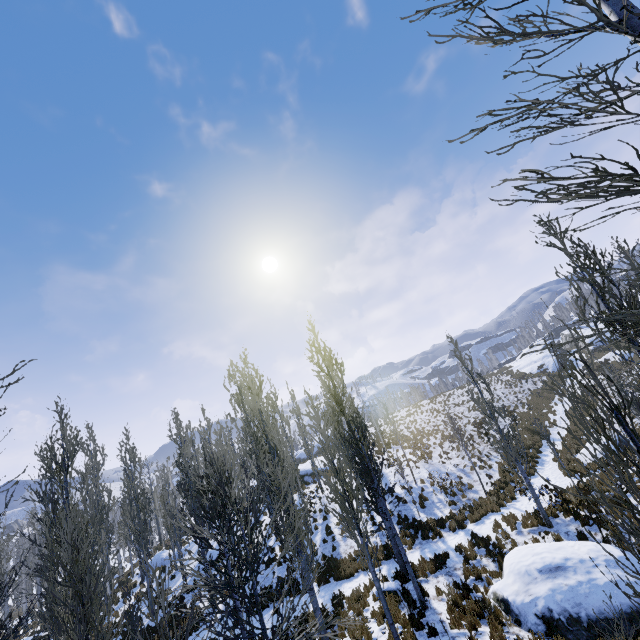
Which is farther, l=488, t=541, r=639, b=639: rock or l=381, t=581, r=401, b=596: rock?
l=381, t=581, r=401, b=596: rock

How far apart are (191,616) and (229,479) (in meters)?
1.73

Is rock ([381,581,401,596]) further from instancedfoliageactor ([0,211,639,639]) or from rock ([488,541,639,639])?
rock ([488,541,639,639])

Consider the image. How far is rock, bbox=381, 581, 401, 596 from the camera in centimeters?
1102cm

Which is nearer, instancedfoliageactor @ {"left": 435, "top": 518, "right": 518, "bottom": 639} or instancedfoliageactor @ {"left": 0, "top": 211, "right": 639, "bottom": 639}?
instancedfoliageactor @ {"left": 0, "top": 211, "right": 639, "bottom": 639}

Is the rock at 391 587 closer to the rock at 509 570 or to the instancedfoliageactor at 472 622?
the instancedfoliageactor at 472 622

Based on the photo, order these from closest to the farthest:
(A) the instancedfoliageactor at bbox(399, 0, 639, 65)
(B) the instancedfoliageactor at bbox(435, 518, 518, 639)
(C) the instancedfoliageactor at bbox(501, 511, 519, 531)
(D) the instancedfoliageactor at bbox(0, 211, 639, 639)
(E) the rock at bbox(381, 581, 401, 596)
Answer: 1. (A) the instancedfoliageactor at bbox(399, 0, 639, 65)
2. (D) the instancedfoliageactor at bbox(0, 211, 639, 639)
3. (B) the instancedfoliageactor at bbox(435, 518, 518, 639)
4. (E) the rock at bbox(381, 581, 401, 596)
5. (C) the instancedfoliageactor at bbox(501, 511, 519, 531)

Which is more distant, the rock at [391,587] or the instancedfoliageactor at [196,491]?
the rock at [391,587]
